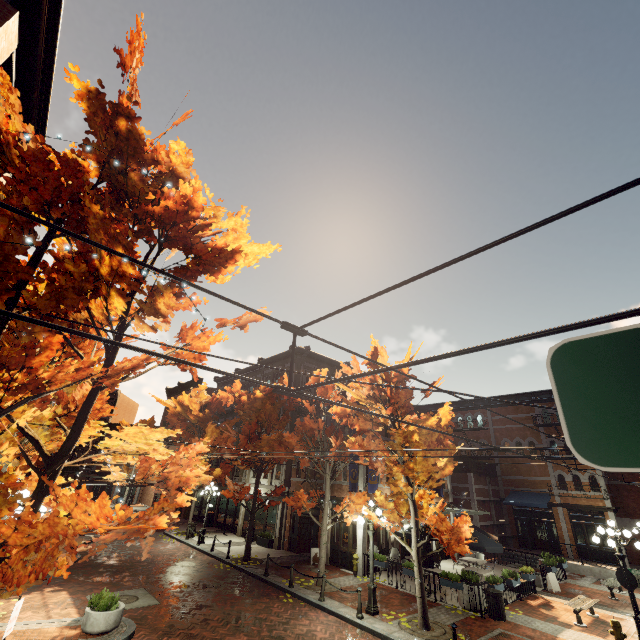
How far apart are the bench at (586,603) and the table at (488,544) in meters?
2.8 m

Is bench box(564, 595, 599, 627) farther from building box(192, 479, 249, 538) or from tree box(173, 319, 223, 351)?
building box(192, 479, 249, 538)

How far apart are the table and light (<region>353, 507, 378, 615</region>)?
5.7 meters

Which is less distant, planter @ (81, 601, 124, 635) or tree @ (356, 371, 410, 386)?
planter @ (81, 601, 124, 635)

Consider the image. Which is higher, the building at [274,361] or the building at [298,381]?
the building at [274,361]

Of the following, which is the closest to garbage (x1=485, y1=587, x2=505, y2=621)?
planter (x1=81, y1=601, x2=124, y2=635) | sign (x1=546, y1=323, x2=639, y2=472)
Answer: planter (x1=81, y1=601, x2=124, y2=635)

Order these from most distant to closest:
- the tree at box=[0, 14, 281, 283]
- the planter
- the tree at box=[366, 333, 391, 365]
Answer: the tree at box=[366, 333, 391, 365] < the planter < the tree at box=[0, 14, 281, 283]

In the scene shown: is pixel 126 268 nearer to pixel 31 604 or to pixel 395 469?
pixel 395 469
